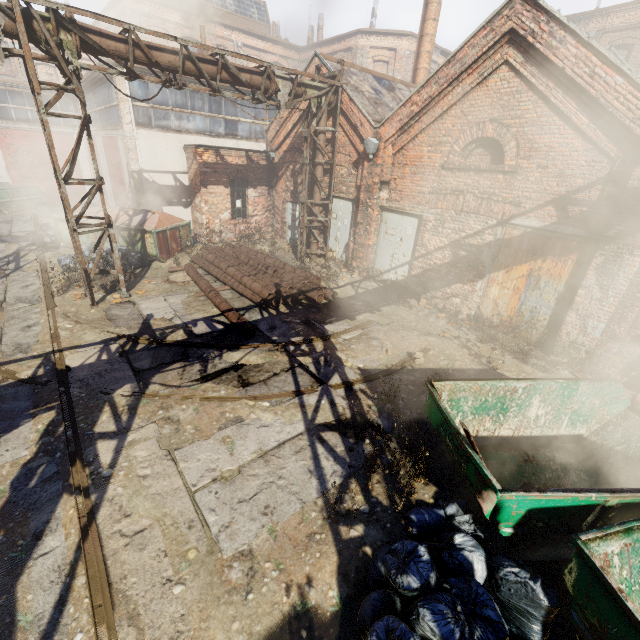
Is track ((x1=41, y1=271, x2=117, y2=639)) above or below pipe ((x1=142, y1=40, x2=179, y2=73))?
below

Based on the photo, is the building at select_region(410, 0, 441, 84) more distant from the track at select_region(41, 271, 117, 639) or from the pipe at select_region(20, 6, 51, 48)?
the track at select_region(41, 271, 117, 639)

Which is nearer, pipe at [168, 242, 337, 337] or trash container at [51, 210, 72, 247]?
pipe at [168, 242, 337, 337]

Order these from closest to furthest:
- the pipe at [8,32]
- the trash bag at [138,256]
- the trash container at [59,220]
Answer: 1. the pipe at [8,32]
2. the trash bag at [138,256]
3. the trash container at [59,220]

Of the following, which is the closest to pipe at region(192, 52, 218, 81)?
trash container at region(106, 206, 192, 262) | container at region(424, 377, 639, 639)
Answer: container at region(424, 377, 639, 639)

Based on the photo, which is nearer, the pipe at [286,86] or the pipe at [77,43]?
the pipe at [77,43]

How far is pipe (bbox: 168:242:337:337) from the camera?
9.17m

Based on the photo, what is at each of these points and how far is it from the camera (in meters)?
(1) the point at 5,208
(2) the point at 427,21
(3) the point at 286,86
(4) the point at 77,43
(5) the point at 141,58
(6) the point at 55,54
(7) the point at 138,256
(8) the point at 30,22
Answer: (1) container, 17.55
(2) building, 14.57
(3) pipe, 9.95
(4) pipe, 6.82
(5) pipe, 7.68
(6) scaffolding, 6.80
(7) trash bag, 11.84
(8) pipe, 6.36
